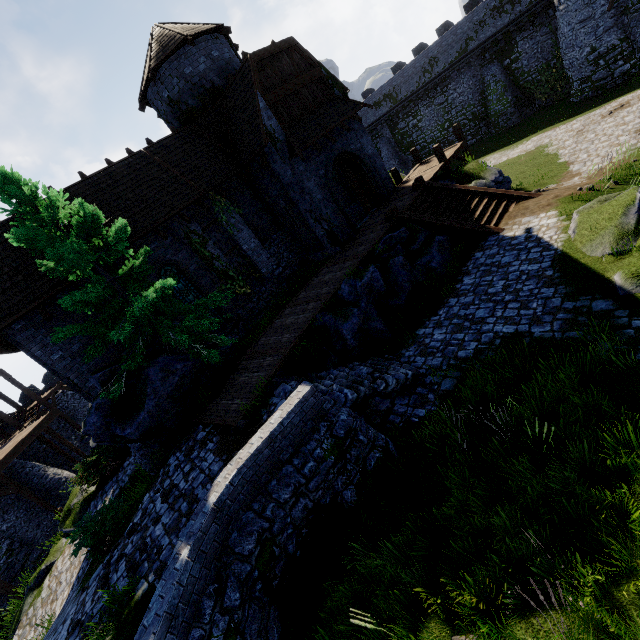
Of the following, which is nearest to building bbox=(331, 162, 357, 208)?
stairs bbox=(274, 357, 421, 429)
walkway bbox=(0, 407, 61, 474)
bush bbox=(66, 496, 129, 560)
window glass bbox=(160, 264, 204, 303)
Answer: window glass bbox=(160, 264, 204, 303)

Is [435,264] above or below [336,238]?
below

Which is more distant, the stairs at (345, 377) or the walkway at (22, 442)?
the walkway at (22, 442)

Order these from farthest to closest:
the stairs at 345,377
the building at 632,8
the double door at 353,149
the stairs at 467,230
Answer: the building at 632,8, the double door at 353,149, the stairs at 467,230, the stairs at 345,377

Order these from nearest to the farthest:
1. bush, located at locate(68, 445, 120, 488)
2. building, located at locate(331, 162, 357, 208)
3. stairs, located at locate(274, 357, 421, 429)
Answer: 1. stairs, located at locate(274, 357, 421, 429)
2. bush, located at locate(68, 445, 120, 488)
3. building, located at locate(331, 162, 357, 208)

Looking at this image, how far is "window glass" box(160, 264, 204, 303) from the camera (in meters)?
14.28

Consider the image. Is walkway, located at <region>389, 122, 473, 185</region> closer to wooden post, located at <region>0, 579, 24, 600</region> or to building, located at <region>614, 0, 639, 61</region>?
building, located at <region>614, 0, 639, 61</region>

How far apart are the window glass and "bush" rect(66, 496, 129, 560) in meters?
7.3 m
